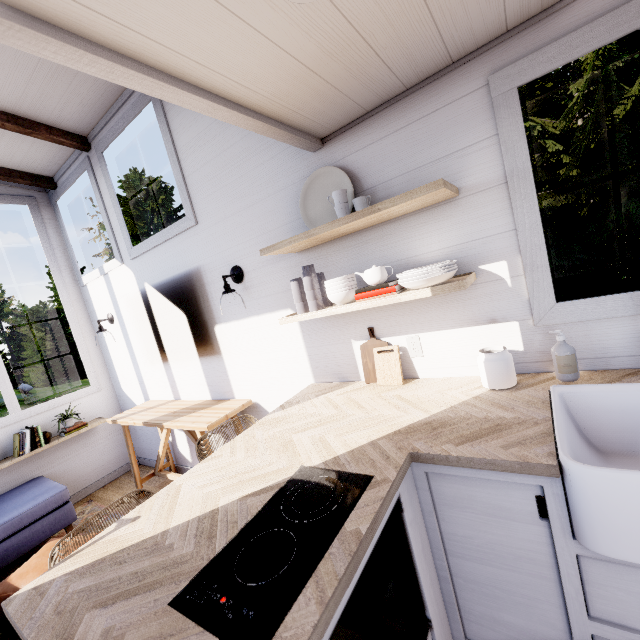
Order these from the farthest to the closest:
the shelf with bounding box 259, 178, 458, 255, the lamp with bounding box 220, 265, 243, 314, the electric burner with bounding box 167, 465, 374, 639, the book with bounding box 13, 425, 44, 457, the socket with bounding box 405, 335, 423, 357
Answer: the book with bounding box 13, 425, 44, 457, the lamp with bounding box 220, 265, 243, 314, the socket with bounding box 405, 335, 423, 357, the shelf with bounding box 259, 178, 458, 255, the electric burner with bounding box 167, 465, 374, 639

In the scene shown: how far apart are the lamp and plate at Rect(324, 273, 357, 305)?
0.91m

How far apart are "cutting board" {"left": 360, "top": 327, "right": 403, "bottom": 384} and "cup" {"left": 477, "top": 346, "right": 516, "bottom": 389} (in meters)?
0.45

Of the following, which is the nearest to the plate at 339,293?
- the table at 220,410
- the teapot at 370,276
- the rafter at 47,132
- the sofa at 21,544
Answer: the teapot at 370,276

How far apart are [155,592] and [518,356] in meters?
1.7

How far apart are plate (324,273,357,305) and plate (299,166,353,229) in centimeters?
30cm

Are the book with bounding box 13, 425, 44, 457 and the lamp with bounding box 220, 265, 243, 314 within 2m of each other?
no

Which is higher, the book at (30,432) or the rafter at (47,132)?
the rafter at (47,132)
